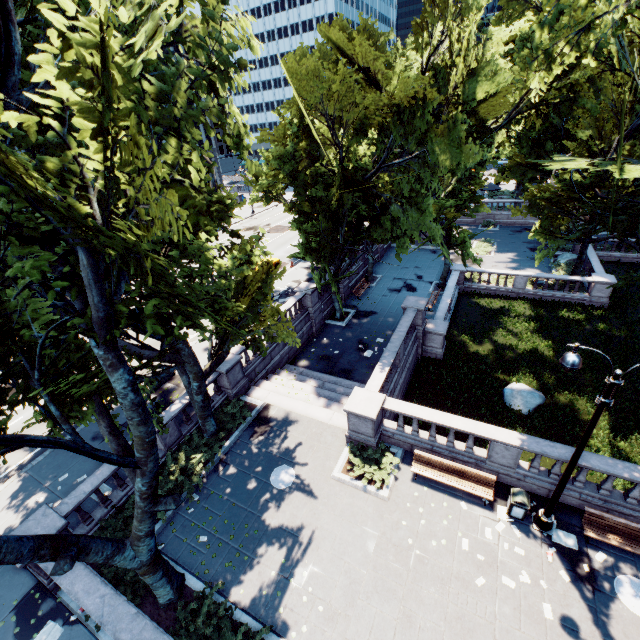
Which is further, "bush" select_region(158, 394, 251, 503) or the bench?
"bush" select_region(158, 394, 251, 503)

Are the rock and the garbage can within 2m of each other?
no

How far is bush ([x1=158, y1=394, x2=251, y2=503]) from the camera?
13.26m

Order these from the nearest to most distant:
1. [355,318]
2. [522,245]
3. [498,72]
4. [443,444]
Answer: [443,444]
[498,72]
[355,318]
[522,245]

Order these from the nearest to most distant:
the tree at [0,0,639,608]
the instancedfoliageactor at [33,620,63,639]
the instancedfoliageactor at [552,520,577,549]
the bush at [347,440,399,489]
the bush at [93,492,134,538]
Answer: the tree at [0,0,639,608] → the instancedfoliageactor at [33,620,63,639] → the instancedfoliageactor at [552,520,577,549] → the bush at [93,492,134,538] → the bush at [347,440,399,489]

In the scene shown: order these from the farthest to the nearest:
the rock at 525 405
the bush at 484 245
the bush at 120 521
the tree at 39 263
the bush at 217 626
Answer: the bush at 484 245 < the rock at 525 405 < the bush at 120 521 < the bush at 217 626 < the tree at 39 263

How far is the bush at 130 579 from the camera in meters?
10.2

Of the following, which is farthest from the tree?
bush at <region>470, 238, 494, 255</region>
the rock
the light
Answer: the rock
